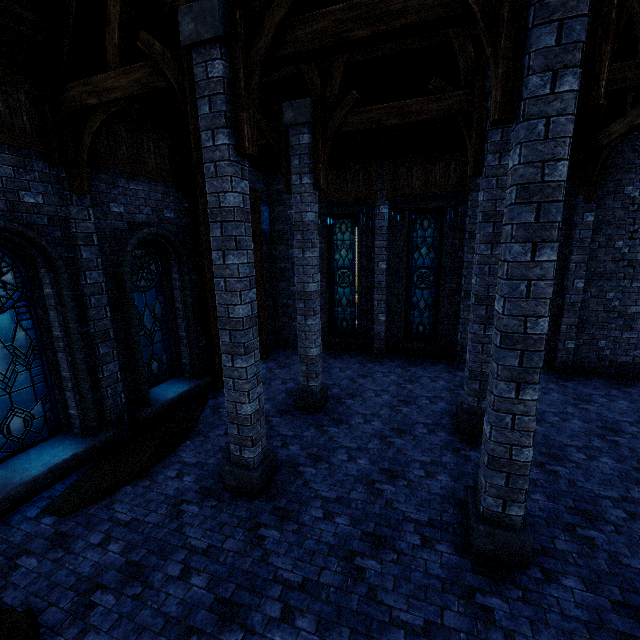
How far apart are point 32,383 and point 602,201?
14.6m

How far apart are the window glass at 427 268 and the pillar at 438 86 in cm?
520

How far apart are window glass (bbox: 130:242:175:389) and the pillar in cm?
717

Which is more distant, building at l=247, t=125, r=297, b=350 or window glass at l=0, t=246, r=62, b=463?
building at l=247, t=125, r=297, b=350

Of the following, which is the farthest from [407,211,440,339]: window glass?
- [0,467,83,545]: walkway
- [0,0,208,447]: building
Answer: [0,467,83,545]: walkway

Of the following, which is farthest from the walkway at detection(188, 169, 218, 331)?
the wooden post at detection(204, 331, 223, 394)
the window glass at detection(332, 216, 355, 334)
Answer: the window glass at detection(332, 216, 355, 334)

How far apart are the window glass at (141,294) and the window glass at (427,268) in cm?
811

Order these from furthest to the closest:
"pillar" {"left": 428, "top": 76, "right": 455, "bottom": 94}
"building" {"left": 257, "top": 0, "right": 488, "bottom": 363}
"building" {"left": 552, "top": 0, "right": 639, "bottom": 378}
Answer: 1. "building" {"left": 552, "top": 0, "right": 639, "bottom": 378}
2. "pillar" {"left": 428, "top": 76, "right": 455, "bottom": 94}
3. "building" {"left": 257, "top": 0, "right": 488, "bottom": 363}
